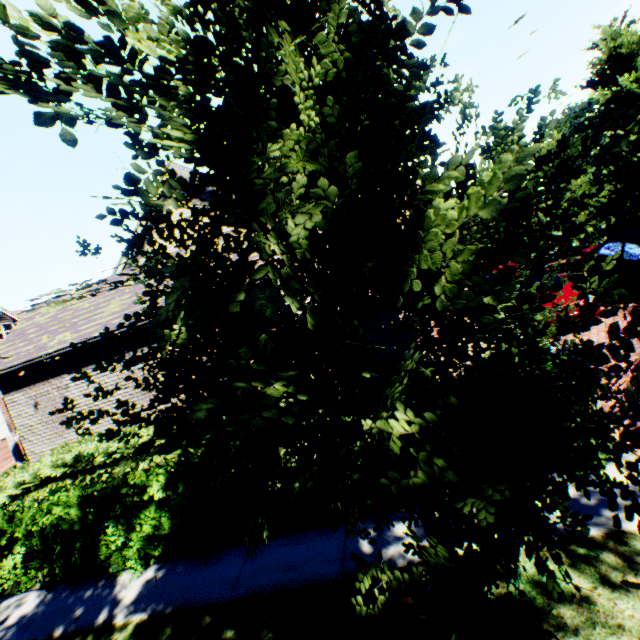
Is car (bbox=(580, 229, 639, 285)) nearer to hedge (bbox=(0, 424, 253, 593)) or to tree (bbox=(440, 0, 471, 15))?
tree (bbox=(440, 0, 471, 15))

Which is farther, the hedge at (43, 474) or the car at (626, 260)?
the car at (626, 260)

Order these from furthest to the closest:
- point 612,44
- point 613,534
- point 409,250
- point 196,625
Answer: point 612,44 → point 196,625 → point 613,534 → point 409,250

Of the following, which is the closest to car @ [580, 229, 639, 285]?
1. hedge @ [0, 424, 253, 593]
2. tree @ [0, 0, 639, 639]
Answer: tree @ [0, 0, 639, 639]

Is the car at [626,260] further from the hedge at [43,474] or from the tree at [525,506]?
the hedge at [43,474]

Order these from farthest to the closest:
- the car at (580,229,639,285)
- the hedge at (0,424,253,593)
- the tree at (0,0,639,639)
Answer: the car at (580,229,639,285)
the hedge at (0,424,253,593)
the tree at (0,0,639,639)
